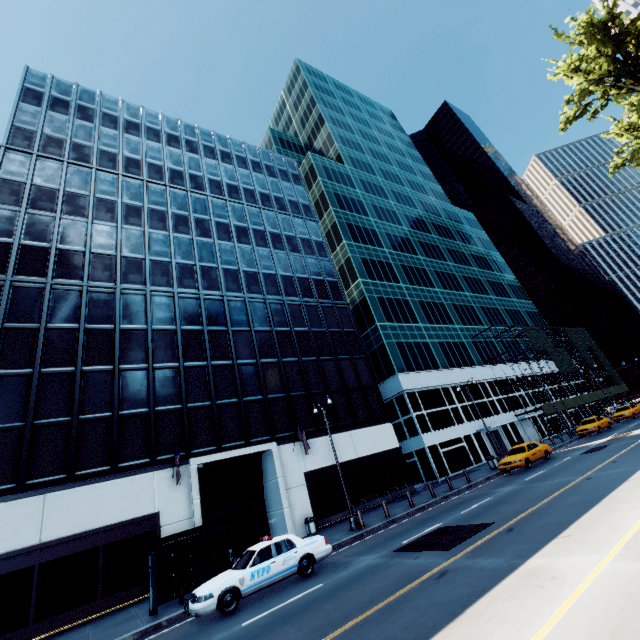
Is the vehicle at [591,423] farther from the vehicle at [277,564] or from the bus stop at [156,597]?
the bus stop at [156,597]

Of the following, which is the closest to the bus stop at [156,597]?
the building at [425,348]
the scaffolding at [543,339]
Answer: the building at [425,348]

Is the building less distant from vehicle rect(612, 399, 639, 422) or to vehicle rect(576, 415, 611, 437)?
vehicle rect(576, 415, 611, 437)

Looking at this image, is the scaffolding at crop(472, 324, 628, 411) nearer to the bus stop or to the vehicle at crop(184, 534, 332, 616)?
the vehicle at crop(184, 534, 332, 616)

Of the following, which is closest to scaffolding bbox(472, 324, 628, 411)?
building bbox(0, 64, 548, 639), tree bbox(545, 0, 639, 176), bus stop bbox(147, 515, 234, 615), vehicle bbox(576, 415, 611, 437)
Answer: vehicle bbox(576, 415, 611, 437)

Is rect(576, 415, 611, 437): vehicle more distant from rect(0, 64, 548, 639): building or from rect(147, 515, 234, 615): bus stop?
rect(147, 515, 234, 615): bus stop

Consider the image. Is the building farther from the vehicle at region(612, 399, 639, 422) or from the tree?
the vehicle at region(612, 399, 639, 422)

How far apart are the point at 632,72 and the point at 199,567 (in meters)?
33.67
